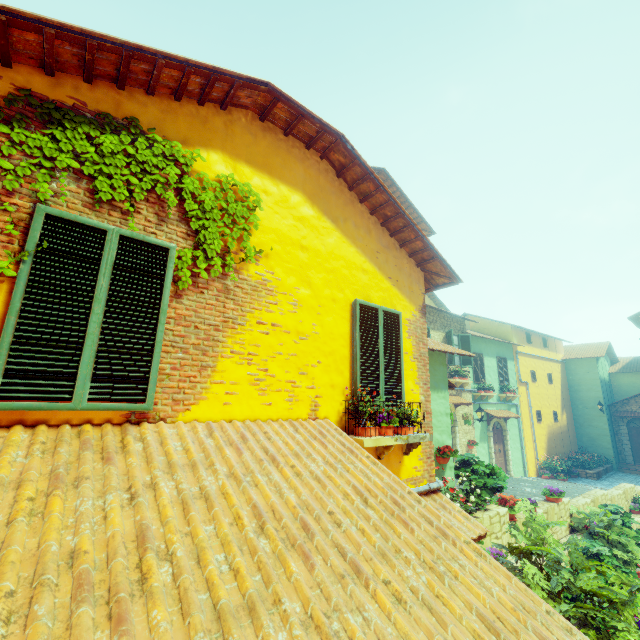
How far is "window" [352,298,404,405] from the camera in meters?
4.8 m

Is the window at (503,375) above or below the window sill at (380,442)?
above

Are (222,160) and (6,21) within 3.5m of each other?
yes

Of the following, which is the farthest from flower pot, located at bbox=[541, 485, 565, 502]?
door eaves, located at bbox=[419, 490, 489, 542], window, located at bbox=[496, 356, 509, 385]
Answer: window, located at bbox=[496, 356, 509, 385]

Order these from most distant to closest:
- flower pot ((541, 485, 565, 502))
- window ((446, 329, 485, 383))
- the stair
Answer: window ((446, 329, 485, 383)) < the stair < flower pot ((541, 485, 565, 502))

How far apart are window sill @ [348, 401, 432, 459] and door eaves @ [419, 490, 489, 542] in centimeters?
62cm

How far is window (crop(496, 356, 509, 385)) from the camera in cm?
1855

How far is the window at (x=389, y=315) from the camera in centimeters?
476cm
